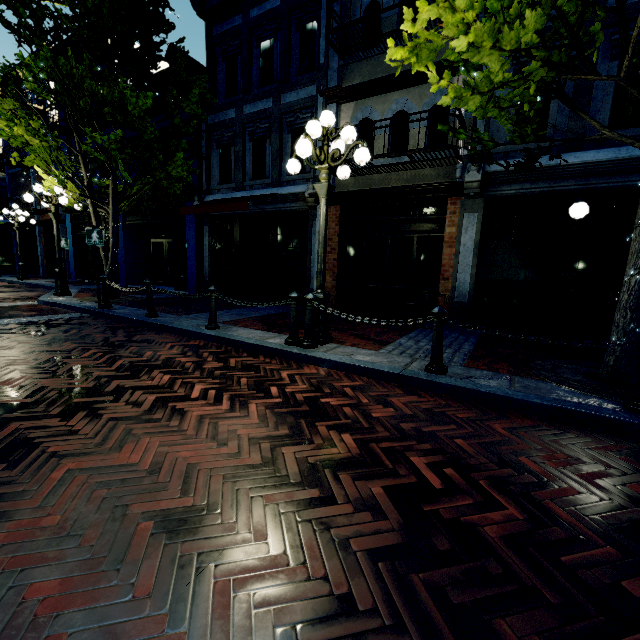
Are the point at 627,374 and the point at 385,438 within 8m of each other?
yes

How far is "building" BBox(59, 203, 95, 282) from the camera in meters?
16.6 m

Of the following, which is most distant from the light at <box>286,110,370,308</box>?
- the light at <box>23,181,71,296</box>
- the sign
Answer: the light at <box>23,181,71,296</box>

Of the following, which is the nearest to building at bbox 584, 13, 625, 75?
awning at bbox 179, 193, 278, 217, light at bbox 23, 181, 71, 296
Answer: awning at bbox 179, 193, 278, 217

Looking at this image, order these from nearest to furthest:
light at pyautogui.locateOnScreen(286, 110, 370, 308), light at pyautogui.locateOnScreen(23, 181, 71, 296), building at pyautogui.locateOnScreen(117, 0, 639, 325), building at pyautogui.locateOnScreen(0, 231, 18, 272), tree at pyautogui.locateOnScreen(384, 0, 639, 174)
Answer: tree at pyautogui.locateOnScreen(384, 0, 639, 174), light at pyautogui.locateOnScreen(286, 110, 370, 308), building at pyautogui.locateOnScreen(117, 0, 639, 325), light at pyautogui.locateOnScreen(23, 181, 71, 296), building at pyautogui.locateOnScreen(0, 231, 18, 272)

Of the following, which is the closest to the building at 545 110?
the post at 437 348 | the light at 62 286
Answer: the light at 62 286

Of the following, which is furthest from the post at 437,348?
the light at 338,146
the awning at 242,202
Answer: the awning at 242,202

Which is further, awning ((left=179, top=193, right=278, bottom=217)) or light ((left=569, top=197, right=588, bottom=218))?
awning ((left=179, top=193, right=278, bottom=217))
